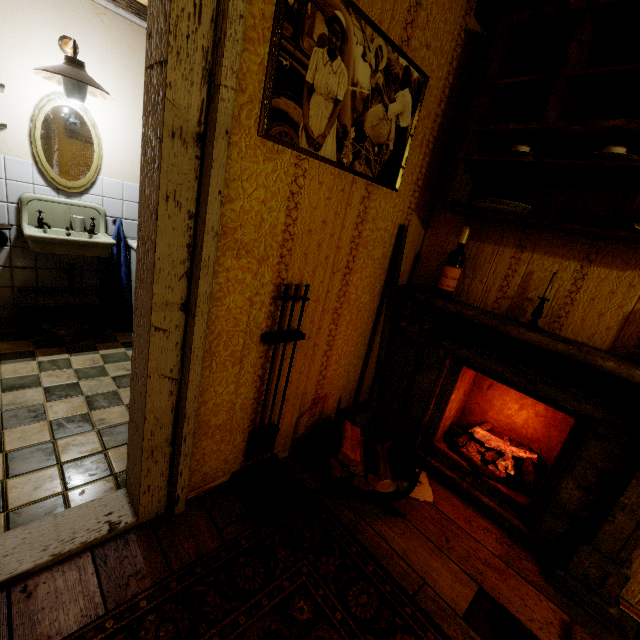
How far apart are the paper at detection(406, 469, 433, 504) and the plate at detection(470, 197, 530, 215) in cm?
179

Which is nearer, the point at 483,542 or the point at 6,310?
the point at 483,542

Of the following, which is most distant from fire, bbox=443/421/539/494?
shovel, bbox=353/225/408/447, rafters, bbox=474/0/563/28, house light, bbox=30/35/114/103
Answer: house light, bbox=30/35/114/103

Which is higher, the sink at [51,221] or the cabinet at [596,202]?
the cabinet at [596,202]

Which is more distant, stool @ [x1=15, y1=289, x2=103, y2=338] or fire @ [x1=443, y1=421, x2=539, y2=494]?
stool @ [x1=15, y1=289, x2=103, y2=338]

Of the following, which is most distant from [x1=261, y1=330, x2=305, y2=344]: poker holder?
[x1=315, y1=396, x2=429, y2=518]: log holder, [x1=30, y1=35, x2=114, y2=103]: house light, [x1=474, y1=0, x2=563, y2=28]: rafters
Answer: [x1=30, y1=35, x2=114, y2=103]: house light

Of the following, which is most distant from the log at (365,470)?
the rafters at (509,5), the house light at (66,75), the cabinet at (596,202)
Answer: the house light at (66,75)

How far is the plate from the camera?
1.66m
